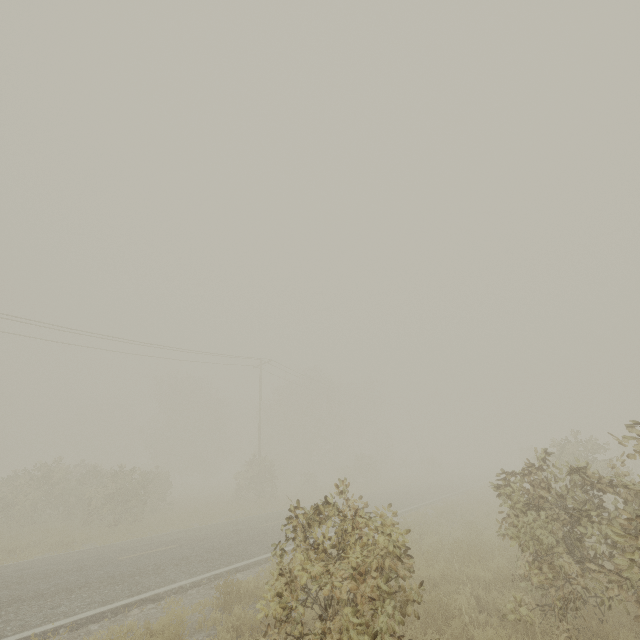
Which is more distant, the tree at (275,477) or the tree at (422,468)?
the tree at (422,468)

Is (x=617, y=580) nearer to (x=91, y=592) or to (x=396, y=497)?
(x=91, y=592)

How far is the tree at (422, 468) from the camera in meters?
47.0

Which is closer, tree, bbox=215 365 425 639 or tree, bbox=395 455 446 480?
tree, bbox=215 365 425 639

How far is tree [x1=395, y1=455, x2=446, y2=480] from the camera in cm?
4703
